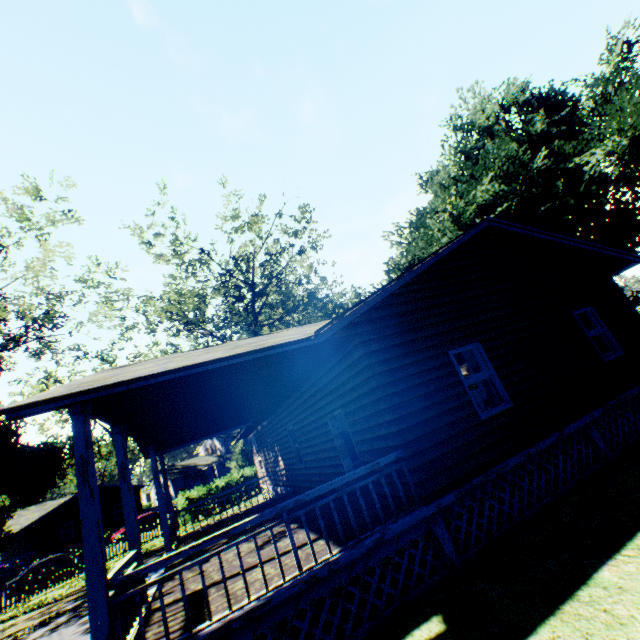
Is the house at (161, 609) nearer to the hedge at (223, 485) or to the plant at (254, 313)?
the plant at (254, 313)

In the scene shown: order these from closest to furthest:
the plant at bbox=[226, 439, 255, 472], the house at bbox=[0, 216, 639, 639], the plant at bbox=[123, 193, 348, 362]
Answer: the house at bbox=[0, 216, 639, 639], the plant at bbox=[123, 193, 348, 362], the plant at bbox=[226, 439, 255, 472]

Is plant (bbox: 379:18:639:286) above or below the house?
above

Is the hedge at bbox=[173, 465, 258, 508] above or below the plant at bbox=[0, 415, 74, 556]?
below

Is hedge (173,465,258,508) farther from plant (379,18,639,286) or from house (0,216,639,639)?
house (0,216,639,639)

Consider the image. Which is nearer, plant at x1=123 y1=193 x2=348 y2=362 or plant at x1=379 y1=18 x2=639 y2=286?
plant at x1=379 y1=18 x2=639 y2=286

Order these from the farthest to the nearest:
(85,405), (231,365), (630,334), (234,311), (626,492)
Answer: (234,311)
(630,334)
(626,492)
(231,365)
(85,405)
